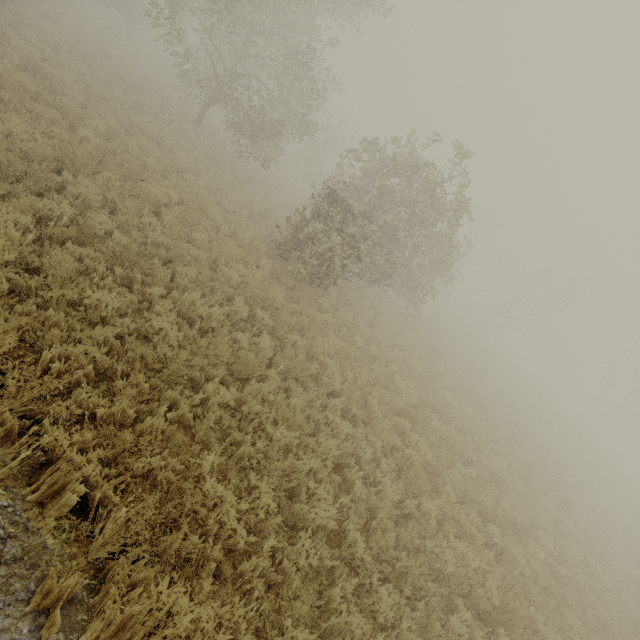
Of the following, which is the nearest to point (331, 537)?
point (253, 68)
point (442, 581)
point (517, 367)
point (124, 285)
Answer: point (442, 581)

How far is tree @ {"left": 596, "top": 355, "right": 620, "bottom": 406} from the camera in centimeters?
3859cm

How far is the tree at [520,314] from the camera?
33.4 meters

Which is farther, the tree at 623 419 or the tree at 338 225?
the tree at 623 419

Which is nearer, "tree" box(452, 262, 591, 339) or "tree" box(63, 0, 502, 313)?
"tree" box(63, 0, 502, 313)

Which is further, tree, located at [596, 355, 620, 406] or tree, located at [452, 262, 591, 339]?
tree, located at [596, 355, 620, 406]
